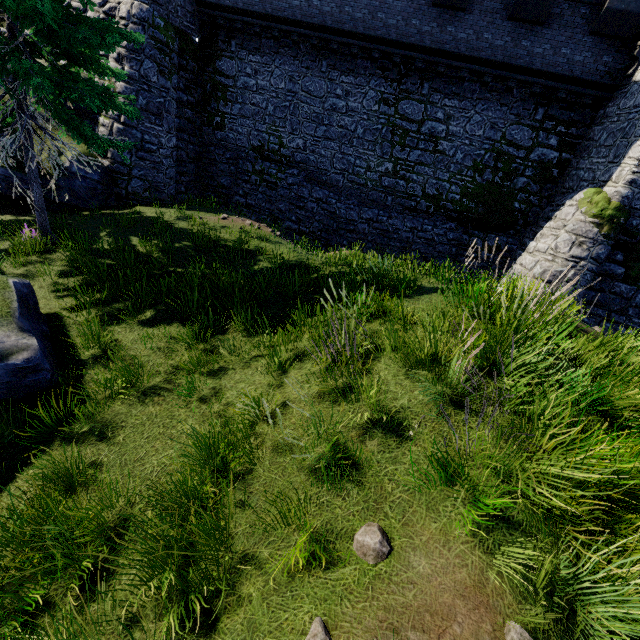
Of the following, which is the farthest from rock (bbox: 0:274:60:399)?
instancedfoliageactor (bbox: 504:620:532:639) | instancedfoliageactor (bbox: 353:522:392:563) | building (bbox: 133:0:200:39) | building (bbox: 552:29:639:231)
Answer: building (bbox: 552:29:639:231)

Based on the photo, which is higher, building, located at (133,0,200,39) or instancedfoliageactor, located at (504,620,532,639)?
building, located at (133,0,200,39)

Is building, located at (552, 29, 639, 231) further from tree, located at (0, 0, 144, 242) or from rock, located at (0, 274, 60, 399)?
rock, located at (0, 274, 60, 399)

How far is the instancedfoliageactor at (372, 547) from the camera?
3.12m

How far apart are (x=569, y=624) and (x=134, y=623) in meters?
4.1 m

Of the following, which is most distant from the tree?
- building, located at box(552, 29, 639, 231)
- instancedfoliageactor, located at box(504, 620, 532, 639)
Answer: building, located at box(552, 29, 639, 231)

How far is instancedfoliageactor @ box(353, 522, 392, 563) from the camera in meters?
3.1 m

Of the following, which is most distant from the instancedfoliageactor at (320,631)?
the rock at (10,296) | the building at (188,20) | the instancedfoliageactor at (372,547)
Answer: the building at (188,20)
